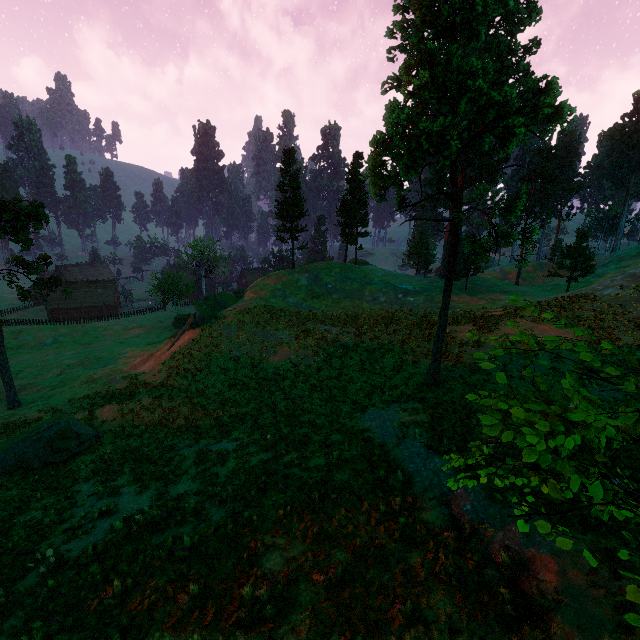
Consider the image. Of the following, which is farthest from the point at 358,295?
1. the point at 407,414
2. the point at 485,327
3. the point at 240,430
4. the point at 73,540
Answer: the point at 73,540

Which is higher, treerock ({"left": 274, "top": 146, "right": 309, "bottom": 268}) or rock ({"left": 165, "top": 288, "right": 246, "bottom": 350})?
treerock ({"left": 274, "top": 146, "right": 309, "bottom": 268})

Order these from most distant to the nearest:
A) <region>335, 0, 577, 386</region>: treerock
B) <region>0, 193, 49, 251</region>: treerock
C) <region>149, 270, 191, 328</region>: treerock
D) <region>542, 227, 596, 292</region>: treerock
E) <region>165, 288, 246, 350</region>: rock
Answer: <region>149, 270, 191, 328</region>: treerock → <region>542, 227, 596, 292</region>: treerock → <region>165, 288, 246, 350</region>: rock → <region>0, 193, 49, 251</region>: treerock → <region>335, 0, 577, 386</region>: treerock

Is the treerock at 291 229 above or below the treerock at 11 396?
above

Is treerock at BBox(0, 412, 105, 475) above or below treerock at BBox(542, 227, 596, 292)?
below

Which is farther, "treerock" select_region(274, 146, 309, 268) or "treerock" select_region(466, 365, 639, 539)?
"treerock" select_region(274, 146, 309, 268)

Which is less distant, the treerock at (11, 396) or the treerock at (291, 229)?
the treerock at (11, 396)
